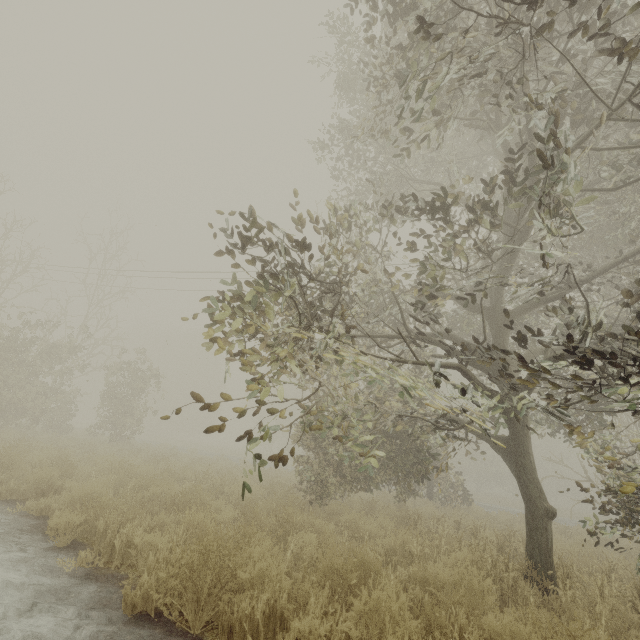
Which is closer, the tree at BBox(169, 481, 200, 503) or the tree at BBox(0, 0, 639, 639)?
the tree at BBox(0, 0, 639, 639)

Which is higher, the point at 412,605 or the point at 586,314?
the point at 586,314

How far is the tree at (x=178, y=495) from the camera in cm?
619

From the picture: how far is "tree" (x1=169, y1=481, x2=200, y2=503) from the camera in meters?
6.2

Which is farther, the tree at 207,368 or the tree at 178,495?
the tree at 178,495
